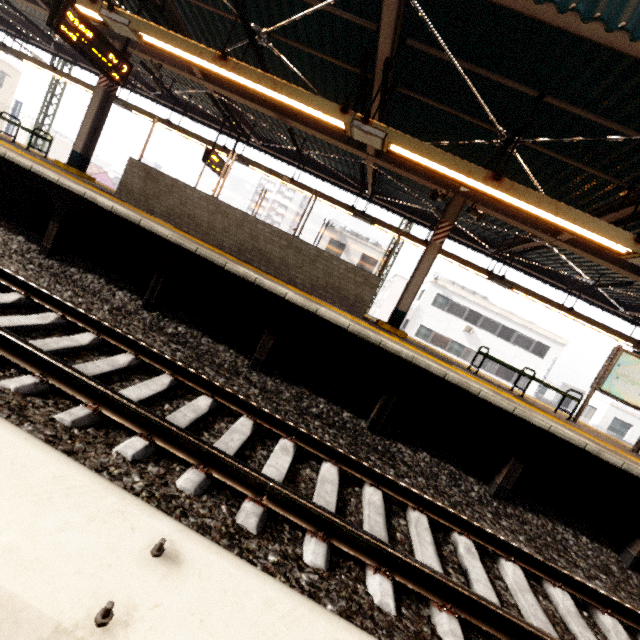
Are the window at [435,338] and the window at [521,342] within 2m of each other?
no

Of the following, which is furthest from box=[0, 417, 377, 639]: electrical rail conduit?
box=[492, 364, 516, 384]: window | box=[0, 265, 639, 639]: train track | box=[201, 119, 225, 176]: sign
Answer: box=[492, 364, 516, 384]: window

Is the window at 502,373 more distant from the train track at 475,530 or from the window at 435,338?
the train track at 475,530

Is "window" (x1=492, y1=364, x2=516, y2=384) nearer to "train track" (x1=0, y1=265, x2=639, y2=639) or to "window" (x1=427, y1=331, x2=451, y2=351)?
"window" (x1=427, y1=331, x2=451, y2=351)

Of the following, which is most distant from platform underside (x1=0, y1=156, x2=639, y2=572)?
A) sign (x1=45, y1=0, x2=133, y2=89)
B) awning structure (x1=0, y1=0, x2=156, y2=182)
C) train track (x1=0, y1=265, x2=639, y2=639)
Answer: sign (x1=45, y1=0, x2=133, y2=89)

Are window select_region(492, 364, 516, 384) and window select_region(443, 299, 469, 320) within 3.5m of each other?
no

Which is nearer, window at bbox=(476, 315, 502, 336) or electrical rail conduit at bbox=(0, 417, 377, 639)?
electrical rail conduit at bbox=(0, 417, 377, 639)

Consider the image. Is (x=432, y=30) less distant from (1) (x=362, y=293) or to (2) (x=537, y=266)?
(1) (x=362, y=293)
